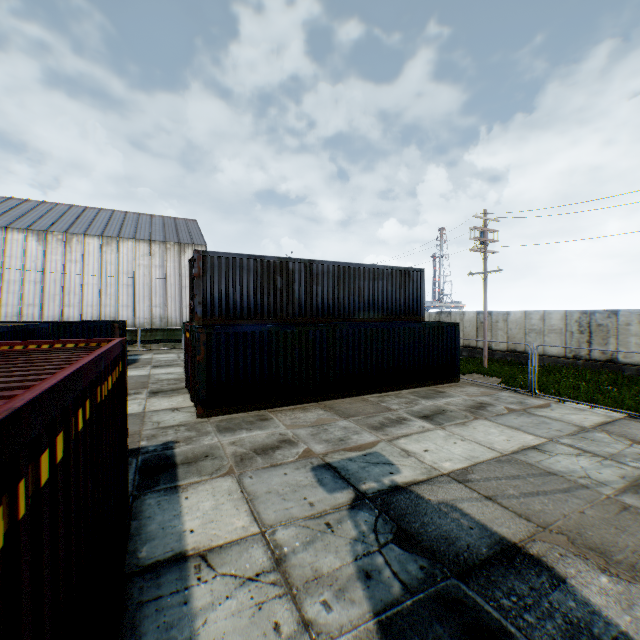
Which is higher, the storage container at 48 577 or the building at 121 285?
the building at 121 285

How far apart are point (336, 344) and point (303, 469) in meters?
6.3

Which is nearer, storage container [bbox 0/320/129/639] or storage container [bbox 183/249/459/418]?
storage container [bbox 0/320/129/639]

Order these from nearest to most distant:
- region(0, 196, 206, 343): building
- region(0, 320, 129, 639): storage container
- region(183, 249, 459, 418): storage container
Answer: region(0, 320, 129, 639): storage container, region(183, 249, 459, 418): storage container, region(0, 196, 206, 343): building

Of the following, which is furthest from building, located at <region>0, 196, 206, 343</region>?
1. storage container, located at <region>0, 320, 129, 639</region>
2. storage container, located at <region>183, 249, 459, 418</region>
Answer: storage container, located at <region>0, 320, 129, 639</region>

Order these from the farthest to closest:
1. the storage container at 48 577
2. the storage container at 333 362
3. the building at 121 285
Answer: the building at 121 285, the storage container at 333 362, the storage container at 48 577

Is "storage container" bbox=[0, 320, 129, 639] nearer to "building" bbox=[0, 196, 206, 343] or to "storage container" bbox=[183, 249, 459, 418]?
"storage container" bbox=[183, 249, 459, 418]
